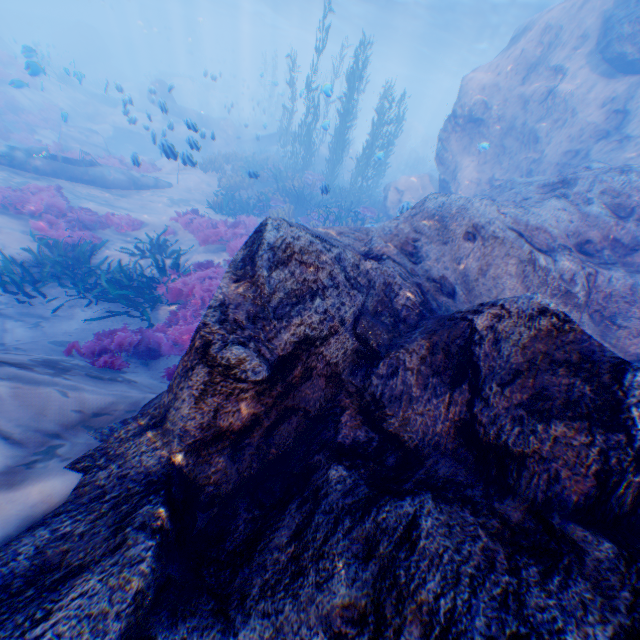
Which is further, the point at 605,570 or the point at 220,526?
the point at 220,526

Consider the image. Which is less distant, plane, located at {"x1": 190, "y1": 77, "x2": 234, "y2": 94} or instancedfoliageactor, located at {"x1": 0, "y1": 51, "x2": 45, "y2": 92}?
instancedfoliageactor, located at {"x1": 0, "y1": 51, "x2": 45, "y2": 92}

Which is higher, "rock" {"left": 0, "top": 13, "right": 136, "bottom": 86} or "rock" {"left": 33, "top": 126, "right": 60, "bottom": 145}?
"rock" {"left": 0, "top": 13, "right": 136, "bottom": 86}

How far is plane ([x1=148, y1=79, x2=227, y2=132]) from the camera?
11.0 meters

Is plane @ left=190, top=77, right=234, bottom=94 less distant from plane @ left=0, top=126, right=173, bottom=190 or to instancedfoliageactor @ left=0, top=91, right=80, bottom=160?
instancedfoliageactor @ left=0, top=91, right=80, bottom=160

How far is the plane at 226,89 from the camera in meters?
42.6 m

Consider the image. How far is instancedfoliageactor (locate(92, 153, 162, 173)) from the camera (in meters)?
14.85

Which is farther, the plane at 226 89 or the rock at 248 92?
the plane at 226 89
